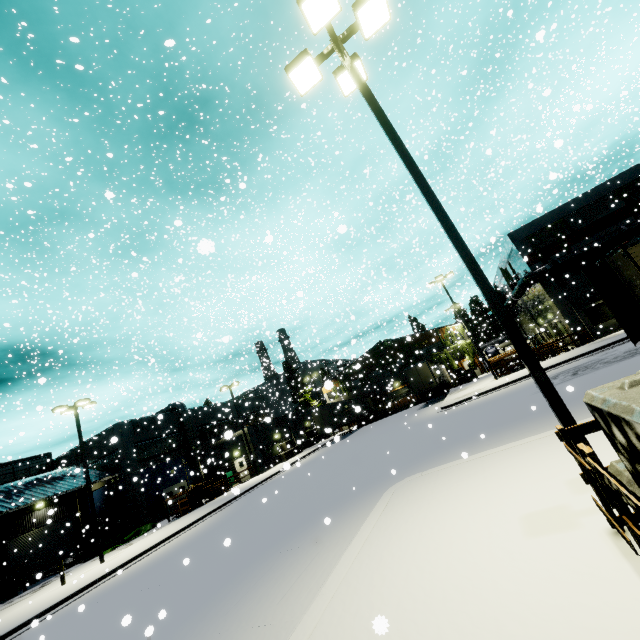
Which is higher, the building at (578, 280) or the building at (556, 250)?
the building at (556, 250)

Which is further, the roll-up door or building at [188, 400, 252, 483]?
building at [188, 400, 252, 483]

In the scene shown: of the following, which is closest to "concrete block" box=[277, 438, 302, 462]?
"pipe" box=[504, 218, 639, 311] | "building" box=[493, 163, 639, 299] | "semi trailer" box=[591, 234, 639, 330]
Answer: "building" box=[493, 163, 639, 299]

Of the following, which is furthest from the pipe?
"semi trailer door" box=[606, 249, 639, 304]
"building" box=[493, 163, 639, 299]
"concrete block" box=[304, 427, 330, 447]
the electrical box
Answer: the electrical box

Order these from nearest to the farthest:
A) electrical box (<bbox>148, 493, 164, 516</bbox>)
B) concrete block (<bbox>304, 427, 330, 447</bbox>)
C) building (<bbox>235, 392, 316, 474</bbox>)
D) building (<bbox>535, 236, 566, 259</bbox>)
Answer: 1. building (<bbox>535, 236, 566, 259</bbox>)
2. electrical box (<bbox>148, 493, 164, 516</bbox>)
3. building (<bbox>235, 392, 316, 474</bbox>)
4. concrete block (<bbox>304, 427, 330, 447</bbox>)

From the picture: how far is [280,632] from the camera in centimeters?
Answer: 525cm

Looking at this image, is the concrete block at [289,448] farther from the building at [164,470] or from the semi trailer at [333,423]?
the semi trailer at [333,423]

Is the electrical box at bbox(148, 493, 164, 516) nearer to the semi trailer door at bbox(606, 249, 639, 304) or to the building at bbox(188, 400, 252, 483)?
the building at bbox(188, 400, 252, 483)
